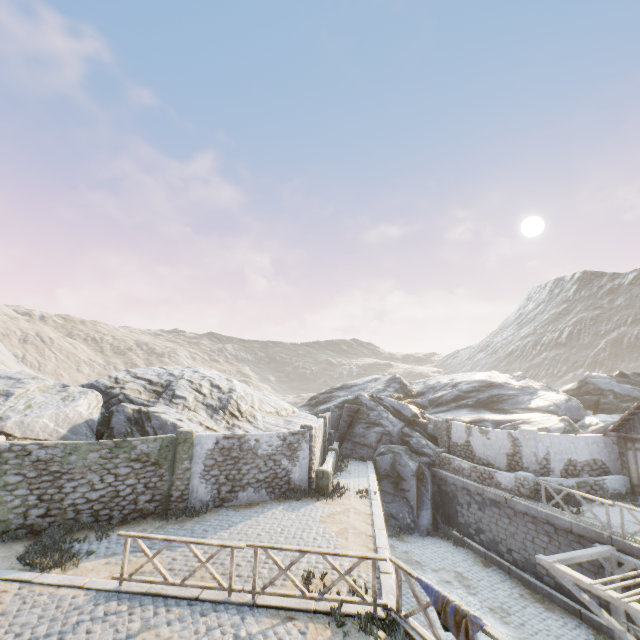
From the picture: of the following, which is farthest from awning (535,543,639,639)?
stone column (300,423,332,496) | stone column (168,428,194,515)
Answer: stone column (168,428,194,515)

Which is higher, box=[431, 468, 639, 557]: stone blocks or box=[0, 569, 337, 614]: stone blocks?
box=[0, 569, 337, 614]: stone blocks

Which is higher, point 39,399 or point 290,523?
point 39,399

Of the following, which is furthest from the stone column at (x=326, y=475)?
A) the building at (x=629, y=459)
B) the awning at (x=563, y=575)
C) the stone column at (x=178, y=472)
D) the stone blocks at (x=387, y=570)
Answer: the building at (x=629, y=459)

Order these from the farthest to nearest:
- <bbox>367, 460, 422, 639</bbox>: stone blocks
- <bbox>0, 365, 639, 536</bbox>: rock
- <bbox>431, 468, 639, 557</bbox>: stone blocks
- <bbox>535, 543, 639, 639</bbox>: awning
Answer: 1. <bbox>0, 365, 639, 536</bbox>: rock
2. <bbox>431, 468, 639, 557</bbox>: stone blocks
3. <bbox>535, 543, 639, 639</bbox>: awning
4. <bbox>367, 460, 422, 639</bbox>: stone blocks

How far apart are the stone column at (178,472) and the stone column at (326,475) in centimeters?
512cm

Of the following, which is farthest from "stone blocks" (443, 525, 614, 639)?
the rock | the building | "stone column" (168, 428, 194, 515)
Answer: "stone column" (168, 428, 194, 515)

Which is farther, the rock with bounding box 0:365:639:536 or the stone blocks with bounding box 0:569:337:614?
the rock with bounding box 0:365:639:536
